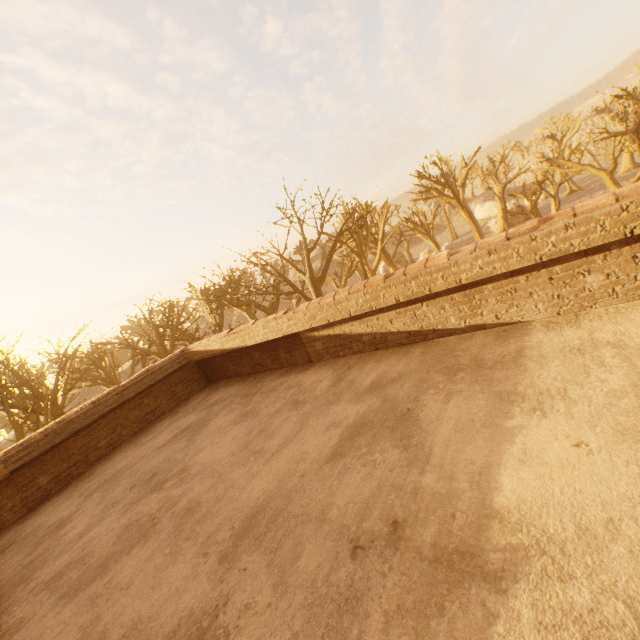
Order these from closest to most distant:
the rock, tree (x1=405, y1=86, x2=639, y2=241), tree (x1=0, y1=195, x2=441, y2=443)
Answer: tree (x1=0, y1=195, x2=441, y2=443)
tree (x1=405, y1=86, x2=639, y2=241)
the rock

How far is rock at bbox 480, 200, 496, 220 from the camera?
58.0m

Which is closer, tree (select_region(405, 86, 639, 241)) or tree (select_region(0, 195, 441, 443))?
tree (select_region(0, 195, 441, 443))

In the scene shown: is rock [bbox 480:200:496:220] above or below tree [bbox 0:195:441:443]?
below

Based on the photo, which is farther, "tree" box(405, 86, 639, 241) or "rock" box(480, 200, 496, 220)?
"rock" box(480, 200, 496, 220)

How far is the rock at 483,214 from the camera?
57.96m

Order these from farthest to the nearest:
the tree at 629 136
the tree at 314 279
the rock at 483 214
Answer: the rock at 483 214
the tree at 629 136
the tree at 314 279

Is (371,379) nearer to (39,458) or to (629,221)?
(629,221)
